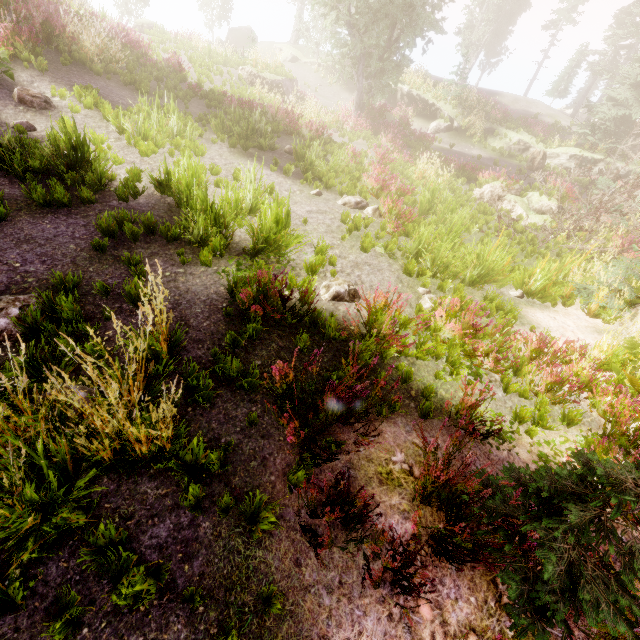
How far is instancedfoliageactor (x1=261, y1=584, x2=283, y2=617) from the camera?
2.5m

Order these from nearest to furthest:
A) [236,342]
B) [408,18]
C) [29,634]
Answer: [29,634] → [236,342] → [408,18]

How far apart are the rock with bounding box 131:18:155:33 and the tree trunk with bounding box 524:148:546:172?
30.2m

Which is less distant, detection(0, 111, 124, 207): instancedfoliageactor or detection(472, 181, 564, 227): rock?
detection(0, 111, 124, 207): instancedfoliageactor

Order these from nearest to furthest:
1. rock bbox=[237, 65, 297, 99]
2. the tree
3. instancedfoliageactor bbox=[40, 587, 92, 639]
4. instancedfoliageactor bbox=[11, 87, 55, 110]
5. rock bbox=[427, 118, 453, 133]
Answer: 1. instancedfoliageactor bbox=[40, 587, 92, 639]
2. instancedfoliageactor bbox=[11, 87, 55, 110]
3. the tree
4. rock bbox=[237, 65, 297, 99]
5. rock bbox=[427, 118, 453, 133]

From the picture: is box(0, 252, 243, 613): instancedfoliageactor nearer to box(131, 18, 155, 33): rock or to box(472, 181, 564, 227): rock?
box(472, 181, 564, 227): rock

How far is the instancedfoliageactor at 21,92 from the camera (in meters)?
7.84
